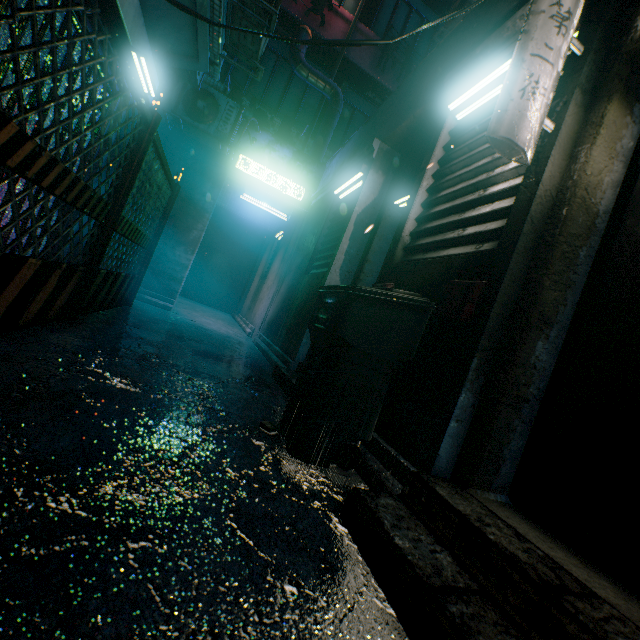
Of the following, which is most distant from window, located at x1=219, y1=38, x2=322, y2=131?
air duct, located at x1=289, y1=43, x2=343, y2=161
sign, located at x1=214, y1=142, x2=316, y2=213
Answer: sign, located at x1=214, y1=142, x2=316, y2=213

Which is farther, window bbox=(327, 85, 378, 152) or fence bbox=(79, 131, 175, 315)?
window bbox=(327, 85, 378, 152)

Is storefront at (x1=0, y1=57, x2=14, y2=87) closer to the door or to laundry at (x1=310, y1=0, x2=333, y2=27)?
the door

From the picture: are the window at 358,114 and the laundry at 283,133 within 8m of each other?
yes

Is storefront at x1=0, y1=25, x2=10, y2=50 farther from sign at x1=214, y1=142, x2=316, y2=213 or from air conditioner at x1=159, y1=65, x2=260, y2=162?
sign at x1=214, y1=142, x2=316, y2=213

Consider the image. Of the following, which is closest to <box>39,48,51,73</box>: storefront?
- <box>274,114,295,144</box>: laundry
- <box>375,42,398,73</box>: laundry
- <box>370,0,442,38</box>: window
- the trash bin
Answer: the trash bin

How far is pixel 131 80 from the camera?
2.05m

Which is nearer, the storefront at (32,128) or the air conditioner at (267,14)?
the storefront at (32,128)
